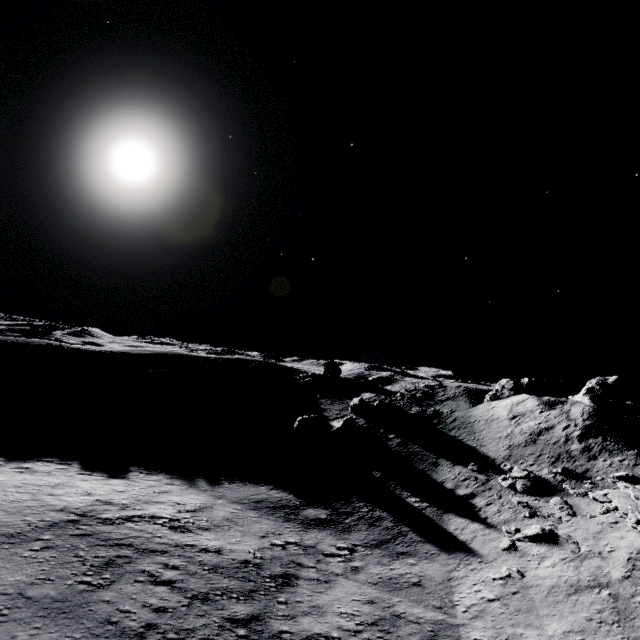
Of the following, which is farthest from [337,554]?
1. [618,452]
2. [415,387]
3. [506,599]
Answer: [415,387]

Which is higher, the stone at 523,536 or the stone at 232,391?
the stone at 232,391

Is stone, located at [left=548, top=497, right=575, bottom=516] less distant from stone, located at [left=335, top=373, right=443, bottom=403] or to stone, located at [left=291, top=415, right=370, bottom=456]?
stone, located at [left=291, top=415, right=370, bottom=456]

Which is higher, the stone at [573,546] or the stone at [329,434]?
the stone at [329,434]

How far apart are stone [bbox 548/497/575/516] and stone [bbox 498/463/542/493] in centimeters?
111cm

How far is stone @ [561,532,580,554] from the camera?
17.7 meters

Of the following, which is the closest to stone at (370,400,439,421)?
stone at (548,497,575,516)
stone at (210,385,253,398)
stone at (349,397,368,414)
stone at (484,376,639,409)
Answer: stone at (349,397,368,414)

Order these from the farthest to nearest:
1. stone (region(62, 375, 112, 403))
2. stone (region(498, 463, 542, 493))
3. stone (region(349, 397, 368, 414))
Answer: stone (region(349, 397, 368, 414))
stone (region(62, 375, 112, 403))
stone (region(498, 463, 542, 493))
